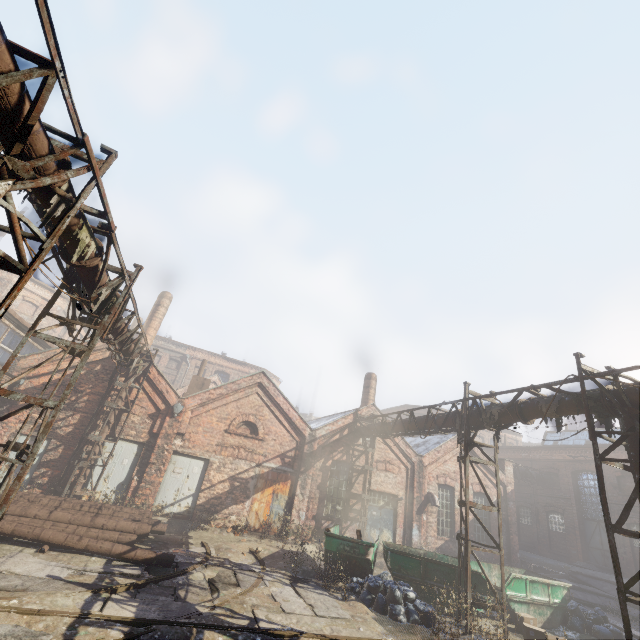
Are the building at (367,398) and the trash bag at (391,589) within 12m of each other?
yes

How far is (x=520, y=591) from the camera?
11.1 meters

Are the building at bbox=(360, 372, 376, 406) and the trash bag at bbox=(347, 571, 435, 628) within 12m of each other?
yes

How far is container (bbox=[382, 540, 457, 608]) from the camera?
10.2m

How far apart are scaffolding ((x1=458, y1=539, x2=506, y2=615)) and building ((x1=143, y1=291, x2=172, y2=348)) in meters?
20.3

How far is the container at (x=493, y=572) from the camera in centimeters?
1100cm

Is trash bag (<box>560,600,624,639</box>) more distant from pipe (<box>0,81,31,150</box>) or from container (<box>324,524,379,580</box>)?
pipe (<box>0,81,31,150</box>)

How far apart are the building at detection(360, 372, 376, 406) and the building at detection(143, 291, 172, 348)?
15.0m
